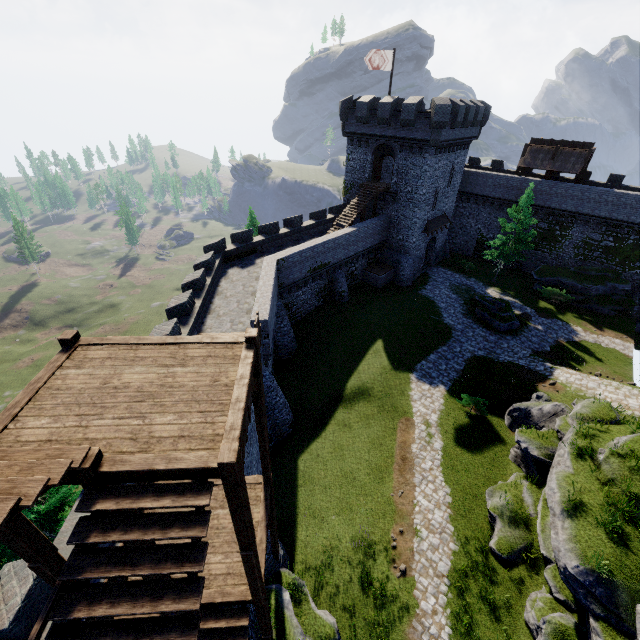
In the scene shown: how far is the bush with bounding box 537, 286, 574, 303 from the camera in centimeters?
3269cm

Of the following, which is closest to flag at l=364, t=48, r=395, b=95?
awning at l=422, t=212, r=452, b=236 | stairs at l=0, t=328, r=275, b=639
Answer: awning at l=422, t=212, r=452, b=236

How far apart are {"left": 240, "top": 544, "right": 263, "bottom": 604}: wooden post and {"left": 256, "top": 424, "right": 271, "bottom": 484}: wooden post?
2.6m

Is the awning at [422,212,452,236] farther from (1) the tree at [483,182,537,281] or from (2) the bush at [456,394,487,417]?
(2) the bush at [456,394,487,417]

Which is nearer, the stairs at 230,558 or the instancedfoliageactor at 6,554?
the stairs at 230,558

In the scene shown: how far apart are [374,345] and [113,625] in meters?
24.2 m

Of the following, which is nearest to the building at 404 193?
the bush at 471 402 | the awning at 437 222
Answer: the awning at 437 222

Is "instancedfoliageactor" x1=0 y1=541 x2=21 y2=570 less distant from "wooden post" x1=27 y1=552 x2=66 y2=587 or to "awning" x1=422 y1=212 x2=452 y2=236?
"wooden post" x1=27 y1=552 x2=66 y2=587
